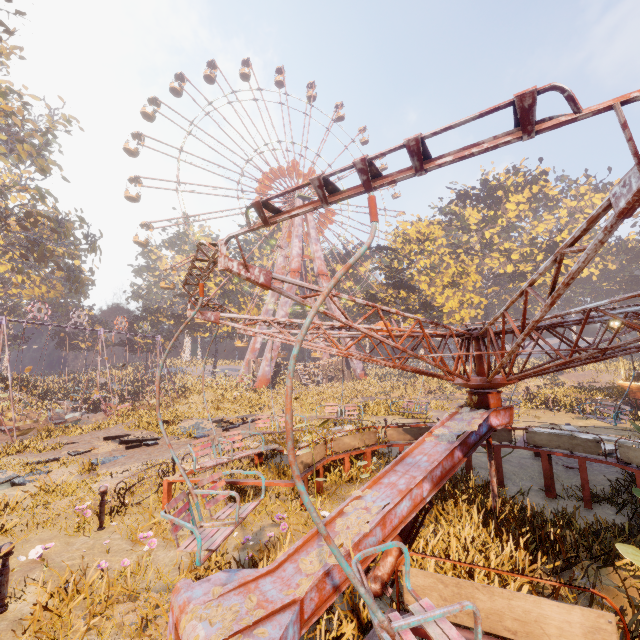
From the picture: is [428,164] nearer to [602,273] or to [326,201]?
[326,201]

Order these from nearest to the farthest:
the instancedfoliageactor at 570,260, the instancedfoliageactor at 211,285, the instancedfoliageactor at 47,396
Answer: the instancedfoliageactor at 47,396, the instancedfoliageactor at 570,260, the instancedfoliageactor at 211,285

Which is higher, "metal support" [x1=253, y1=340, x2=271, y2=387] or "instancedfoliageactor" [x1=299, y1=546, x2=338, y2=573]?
"metal support" [x1=253, y1=340, x2=271, y2=387]

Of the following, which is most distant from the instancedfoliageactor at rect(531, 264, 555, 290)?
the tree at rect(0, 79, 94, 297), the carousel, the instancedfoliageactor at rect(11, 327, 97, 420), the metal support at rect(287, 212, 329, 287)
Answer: the instancedfoliageactor at rect(11, 327, 97, 420)

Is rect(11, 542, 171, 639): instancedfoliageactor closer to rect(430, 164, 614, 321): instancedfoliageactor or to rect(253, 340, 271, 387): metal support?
rect(430, 164, 614, 321): instancedfoliageactor

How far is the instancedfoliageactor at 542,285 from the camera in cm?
4259

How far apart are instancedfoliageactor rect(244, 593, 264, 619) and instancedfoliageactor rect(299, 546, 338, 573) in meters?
0.3 m

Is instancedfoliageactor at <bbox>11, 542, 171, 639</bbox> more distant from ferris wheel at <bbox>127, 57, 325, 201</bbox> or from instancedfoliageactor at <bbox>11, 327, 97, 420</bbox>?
ferris wheel at <bbox>127, 57, 325, 201</bbox>
